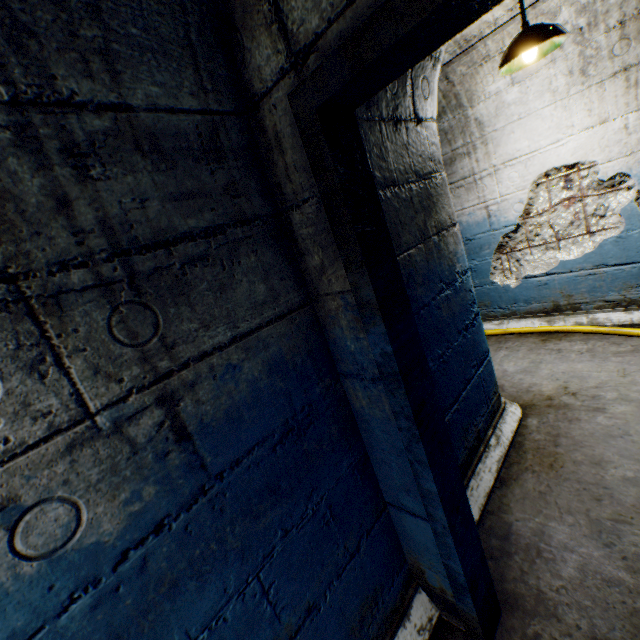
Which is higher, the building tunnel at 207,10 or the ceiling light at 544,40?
the ceiling light at 544,40

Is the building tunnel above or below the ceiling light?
below

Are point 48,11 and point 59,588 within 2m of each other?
yes

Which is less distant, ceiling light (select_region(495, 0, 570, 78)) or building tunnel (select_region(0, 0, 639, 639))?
building tunnel (select_region(0, 0, 639, 639))

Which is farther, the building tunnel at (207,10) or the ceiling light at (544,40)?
the ceiling light at (544,40)
